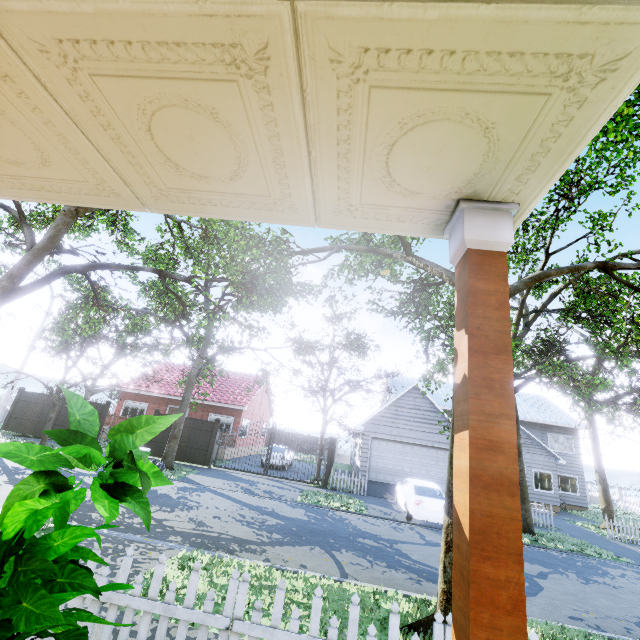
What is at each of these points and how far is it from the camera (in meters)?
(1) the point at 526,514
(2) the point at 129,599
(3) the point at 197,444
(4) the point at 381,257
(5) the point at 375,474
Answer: (1) tree, 13.90
(2) fence, 3.19
(3) fence, 18.41
(4) tree, 11.02
(5) garage door, 19.12

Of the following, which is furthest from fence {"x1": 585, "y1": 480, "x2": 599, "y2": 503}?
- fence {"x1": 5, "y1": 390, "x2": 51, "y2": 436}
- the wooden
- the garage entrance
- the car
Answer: the car

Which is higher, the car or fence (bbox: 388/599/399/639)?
fence (bbox: 388/599/399/639)

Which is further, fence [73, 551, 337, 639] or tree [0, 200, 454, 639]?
tree [0, 200, 454, 639]

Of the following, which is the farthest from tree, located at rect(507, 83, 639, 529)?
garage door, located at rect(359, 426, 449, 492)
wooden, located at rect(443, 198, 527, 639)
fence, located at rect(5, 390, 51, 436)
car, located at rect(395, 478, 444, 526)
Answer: wooden, located at rect(443, 198, 527, 639)

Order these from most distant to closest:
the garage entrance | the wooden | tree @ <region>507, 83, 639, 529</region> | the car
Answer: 1. the garage entrance
2. the car
3. tree @ <region>507, 83, 639, 529</region>
4. the wooden

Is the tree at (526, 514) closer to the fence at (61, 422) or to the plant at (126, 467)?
the fence at (61, 422)

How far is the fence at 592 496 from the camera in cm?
3442
